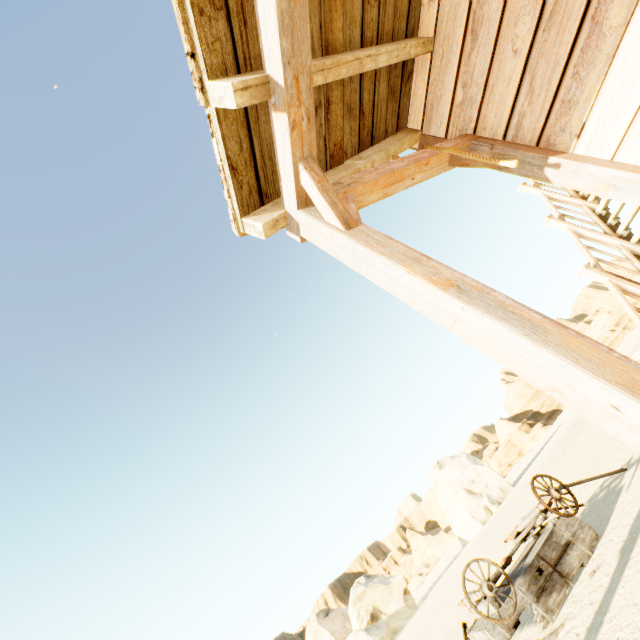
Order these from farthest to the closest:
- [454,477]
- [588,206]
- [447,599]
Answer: [454,477]
[447,599]
[588,206]

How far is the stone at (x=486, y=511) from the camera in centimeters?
3188cm

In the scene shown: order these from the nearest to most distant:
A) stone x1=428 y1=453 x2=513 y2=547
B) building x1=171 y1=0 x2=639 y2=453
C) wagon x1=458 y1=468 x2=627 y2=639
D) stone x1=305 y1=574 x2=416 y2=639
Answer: building x1=171 y1=0 x2=639 y2=453 < wagon x1=458 y1=468 x2=627 y2=639 < stone x1=305 y1=574 x2=416 y2=639 < stone x1=428 y1=453 x2=513 y2=547

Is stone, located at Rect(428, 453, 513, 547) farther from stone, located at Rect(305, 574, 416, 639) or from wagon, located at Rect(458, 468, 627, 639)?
wagon, located at Rect(458, 468, 627, 639)

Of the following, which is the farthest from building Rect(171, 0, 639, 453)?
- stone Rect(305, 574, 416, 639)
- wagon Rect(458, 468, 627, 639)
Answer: stone Rect(305, 574, 416, 639)

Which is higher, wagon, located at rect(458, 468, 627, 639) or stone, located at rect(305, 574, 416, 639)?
stone, located at rect(305, 574, 416, 639)

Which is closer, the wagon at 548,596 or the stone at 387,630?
the wagon at 548,596

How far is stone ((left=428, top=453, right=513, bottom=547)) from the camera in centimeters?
3188cm
